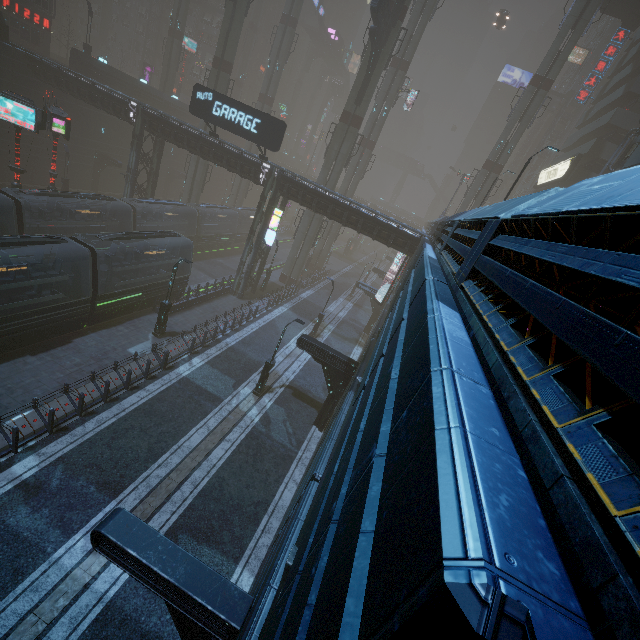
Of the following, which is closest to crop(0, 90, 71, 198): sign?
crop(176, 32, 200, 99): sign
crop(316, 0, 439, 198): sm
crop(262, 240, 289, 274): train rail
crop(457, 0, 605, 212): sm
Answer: crop(262, 240, 289, 274): train rail

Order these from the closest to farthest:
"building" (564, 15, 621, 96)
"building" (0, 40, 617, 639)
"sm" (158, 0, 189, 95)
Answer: "building" (0, 40, 617, 639) → "sm" (158, 0, 189, 95) → "building" (564, 15, 621, 96)

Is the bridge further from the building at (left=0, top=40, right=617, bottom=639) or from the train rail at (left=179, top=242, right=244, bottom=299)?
the train rail at (left=179, top=242, right=244, bottom=299)

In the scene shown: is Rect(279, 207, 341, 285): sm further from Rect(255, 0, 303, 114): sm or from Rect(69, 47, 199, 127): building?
Rect(255, 0, 303, 114): sm

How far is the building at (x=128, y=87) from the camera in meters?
34.1 m

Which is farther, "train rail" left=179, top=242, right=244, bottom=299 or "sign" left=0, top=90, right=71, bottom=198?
"train rail" left=179, top=242, right=244, bottom=299

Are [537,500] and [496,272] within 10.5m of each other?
yes

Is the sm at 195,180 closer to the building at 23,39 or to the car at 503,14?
the building at 23,39
